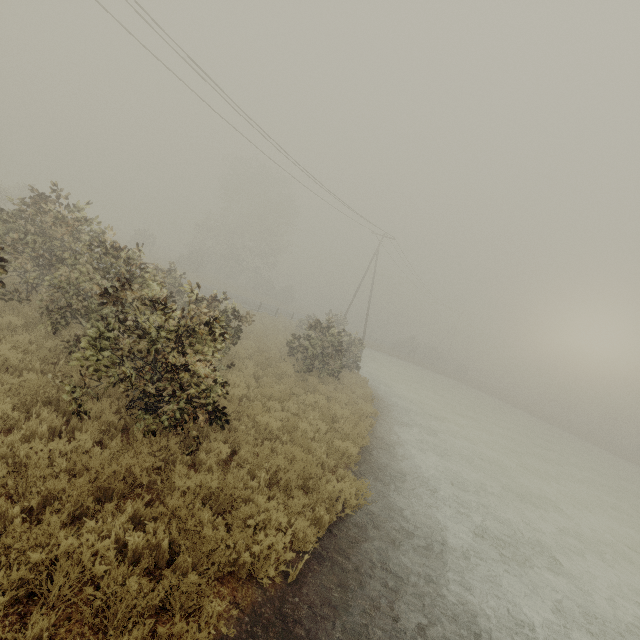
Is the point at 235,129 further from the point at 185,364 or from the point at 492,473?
the point at 492,473
